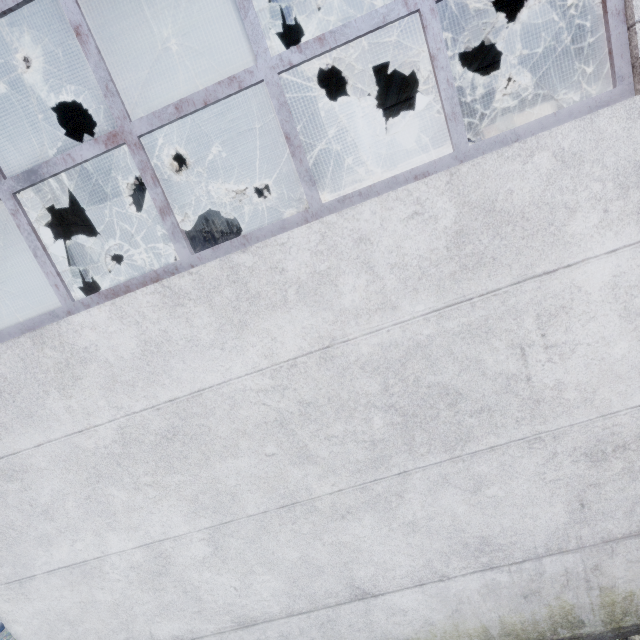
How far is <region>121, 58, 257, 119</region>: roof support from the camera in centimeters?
571cm

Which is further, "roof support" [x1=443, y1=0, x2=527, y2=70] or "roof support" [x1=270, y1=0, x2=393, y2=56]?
"roof support" [x1=443, y1=0, x2=527, y2=70]

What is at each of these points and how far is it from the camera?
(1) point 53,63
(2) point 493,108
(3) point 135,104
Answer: (1) roof support, 3.98m
(2) roof support, 11.84m
(3) roof support, 5.84m

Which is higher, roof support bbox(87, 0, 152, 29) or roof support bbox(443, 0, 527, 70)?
roof support bbox(443, 0, 527, 70)

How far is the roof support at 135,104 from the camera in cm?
571

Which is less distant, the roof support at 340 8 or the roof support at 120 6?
the roof support at 120 6

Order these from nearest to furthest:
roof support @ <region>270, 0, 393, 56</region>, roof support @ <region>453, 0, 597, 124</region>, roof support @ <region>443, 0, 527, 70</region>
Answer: roof support @ <region>270, 0, 393, 56</region> < roof support @ <region>443, 0, 527, 70</region> < roof support @ <region>453, 0, 597, 124</region>
